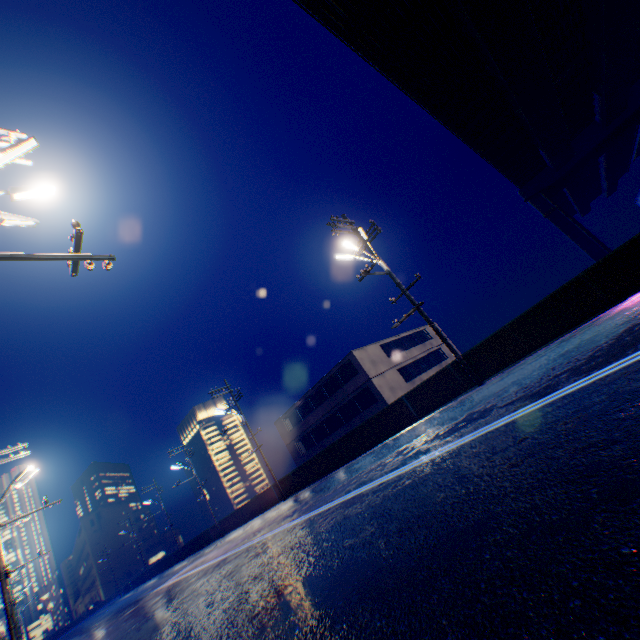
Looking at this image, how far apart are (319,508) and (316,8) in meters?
16.9 m

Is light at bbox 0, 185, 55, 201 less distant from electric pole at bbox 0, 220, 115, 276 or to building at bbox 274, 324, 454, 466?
electric pole at bbox 0, 220, 115, 276

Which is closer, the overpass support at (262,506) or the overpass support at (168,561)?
the overpass support at (262,506)

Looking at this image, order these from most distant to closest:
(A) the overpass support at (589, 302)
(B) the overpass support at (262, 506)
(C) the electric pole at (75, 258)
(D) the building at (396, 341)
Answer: (D) the building at (396, 341) → (B) the overpass support at (262, 506) → (A) the overpass support at (589, 302) → (C) the electric pole at (75, 258)

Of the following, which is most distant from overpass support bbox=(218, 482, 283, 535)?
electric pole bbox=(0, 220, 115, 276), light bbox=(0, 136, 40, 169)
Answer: light bbox=(0, 136, 40, 169)

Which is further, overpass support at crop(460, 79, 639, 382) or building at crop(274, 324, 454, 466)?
building at crop(274, 324, 454, 466)

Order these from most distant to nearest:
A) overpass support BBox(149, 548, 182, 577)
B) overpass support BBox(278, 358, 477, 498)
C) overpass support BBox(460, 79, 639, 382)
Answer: overpass support BBox(149, 548, 182, 577)
overpass support BBox(278, 358, 477, 498)
overpass support BBox(460, 79, 639, 382)

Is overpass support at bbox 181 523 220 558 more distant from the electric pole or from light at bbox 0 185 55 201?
light at bbox 0 185 55 201
